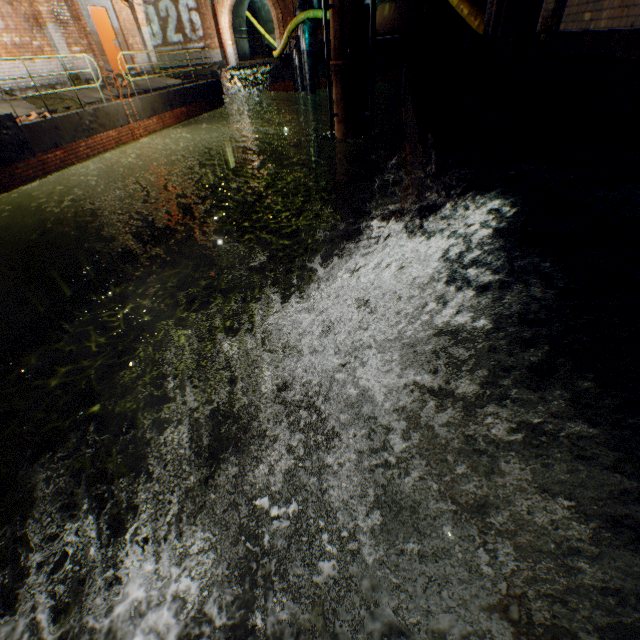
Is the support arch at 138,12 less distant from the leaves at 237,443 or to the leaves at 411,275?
the leaves at 411,275

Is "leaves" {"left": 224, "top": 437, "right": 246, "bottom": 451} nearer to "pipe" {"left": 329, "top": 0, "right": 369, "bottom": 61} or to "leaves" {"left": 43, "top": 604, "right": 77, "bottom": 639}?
"leaves" {"left": 43, "top": 604, "right": 77, "bottom": 639}

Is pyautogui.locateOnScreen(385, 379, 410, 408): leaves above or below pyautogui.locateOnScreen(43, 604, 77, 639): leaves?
above

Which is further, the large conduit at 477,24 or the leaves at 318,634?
the large conduit at 477,24

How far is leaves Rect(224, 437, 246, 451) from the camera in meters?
2.2

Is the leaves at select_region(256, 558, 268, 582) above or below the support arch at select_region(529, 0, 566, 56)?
below

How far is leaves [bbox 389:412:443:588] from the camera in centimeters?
167cm

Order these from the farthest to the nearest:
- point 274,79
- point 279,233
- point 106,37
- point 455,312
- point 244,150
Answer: point 244,150 → point 274,79 → point 279,233 → point 106,37 → point 455,312
